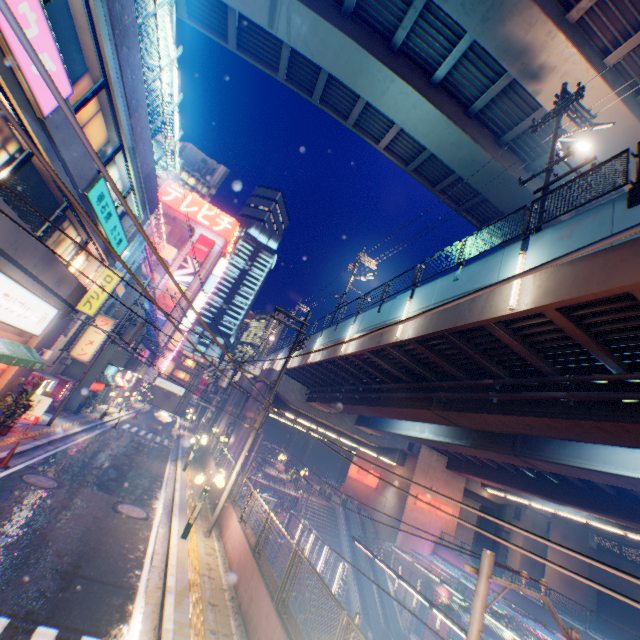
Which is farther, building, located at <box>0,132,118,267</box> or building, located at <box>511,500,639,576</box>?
building, located at <box>511,500,639,576</box>

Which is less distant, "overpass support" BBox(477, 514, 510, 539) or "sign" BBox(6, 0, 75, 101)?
"sign" BBox(6, 0, 75, 101)

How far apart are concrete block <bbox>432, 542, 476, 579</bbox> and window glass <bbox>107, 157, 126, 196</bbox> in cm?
3483

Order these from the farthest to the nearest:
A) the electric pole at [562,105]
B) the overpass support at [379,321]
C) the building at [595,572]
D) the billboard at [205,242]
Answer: the billboard at [205,242] → the building at [595,572] → the overpass support at [379,321] → the electric pole at [562,105]

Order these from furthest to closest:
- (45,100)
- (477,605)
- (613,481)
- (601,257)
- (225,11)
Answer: (225,11)
(613,481)
(45,100)
(601,257)
(477,605)

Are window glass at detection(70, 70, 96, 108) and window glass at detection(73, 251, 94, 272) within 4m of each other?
yes

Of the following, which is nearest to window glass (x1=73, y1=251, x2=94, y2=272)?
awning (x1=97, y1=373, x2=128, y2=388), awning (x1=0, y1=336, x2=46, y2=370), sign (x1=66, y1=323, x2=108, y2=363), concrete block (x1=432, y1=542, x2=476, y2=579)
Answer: awning (x1=0, y1=336, x2=46, y2=370)

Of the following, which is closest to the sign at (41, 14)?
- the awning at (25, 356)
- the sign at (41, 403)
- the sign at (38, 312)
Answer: the sign at (38, 312)
